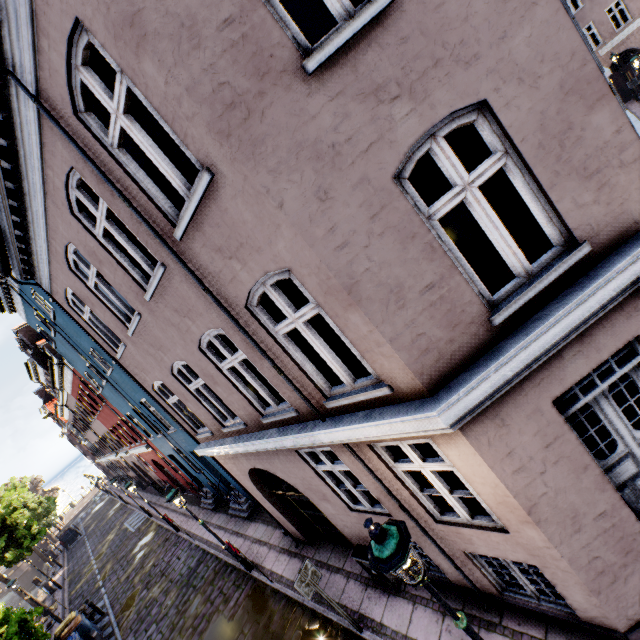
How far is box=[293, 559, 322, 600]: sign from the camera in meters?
6.2

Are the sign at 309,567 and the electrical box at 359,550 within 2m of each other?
yes

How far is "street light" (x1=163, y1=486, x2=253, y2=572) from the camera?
9.8 meters

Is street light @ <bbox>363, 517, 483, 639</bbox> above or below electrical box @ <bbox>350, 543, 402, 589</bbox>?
above

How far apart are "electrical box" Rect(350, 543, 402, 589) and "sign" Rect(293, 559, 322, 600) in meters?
0.9

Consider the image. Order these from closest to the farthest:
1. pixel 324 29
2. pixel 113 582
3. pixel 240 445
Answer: pixel 240 445
pixel 324 29
pixel 113 582

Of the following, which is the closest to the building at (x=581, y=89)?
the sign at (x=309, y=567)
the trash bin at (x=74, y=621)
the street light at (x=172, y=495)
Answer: the sign at (x=309, y=567)

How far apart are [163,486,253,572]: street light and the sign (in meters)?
5.19
